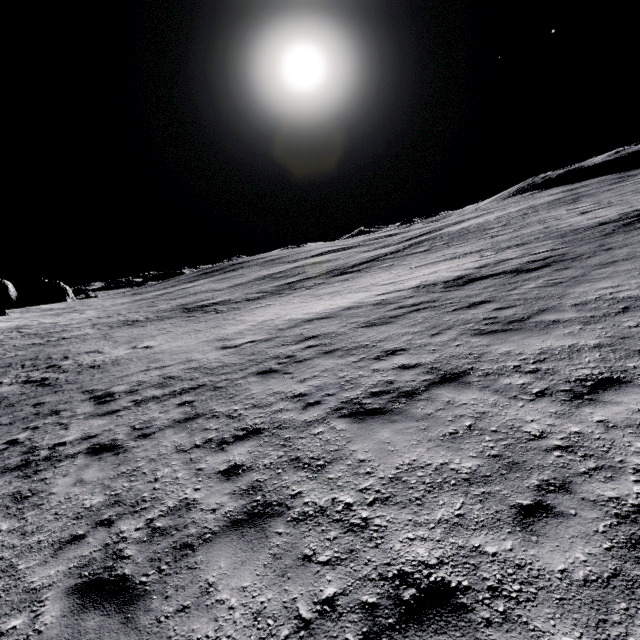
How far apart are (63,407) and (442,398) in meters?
12.4 m
